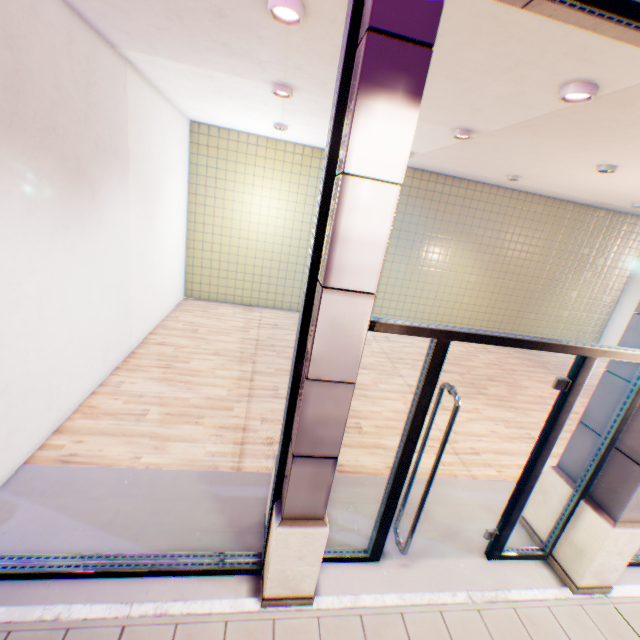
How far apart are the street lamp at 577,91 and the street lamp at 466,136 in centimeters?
171cm

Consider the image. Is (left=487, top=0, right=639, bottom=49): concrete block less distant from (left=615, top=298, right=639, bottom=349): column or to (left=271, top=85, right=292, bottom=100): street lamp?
(left=615, top=298, right=639, bottom=349): column

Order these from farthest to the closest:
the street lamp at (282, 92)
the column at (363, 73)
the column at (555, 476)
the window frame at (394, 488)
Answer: the street lamp at (282, 92) → the column at (555, 476) → the window frame at (394, 488) → the column at (363, 73)

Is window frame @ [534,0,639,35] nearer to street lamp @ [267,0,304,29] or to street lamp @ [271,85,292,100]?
street lamp @ [267,0,304,29]

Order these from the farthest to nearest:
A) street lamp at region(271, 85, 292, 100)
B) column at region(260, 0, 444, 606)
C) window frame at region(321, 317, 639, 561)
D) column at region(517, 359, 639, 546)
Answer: street lamp at region(271, 85, 292, 100)
column at region(517, 359, 639, 546)
window frame at region(321, 317, 639, 561)
column at region(260, 0, 444, 606)

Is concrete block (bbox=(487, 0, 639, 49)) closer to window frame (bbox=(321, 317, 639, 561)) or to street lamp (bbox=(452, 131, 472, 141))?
window frame (bbox=(321, 317, 639, 561))

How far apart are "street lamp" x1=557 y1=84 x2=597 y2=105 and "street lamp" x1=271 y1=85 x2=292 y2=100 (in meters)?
3.12

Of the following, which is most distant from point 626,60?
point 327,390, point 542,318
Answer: point 542,318
